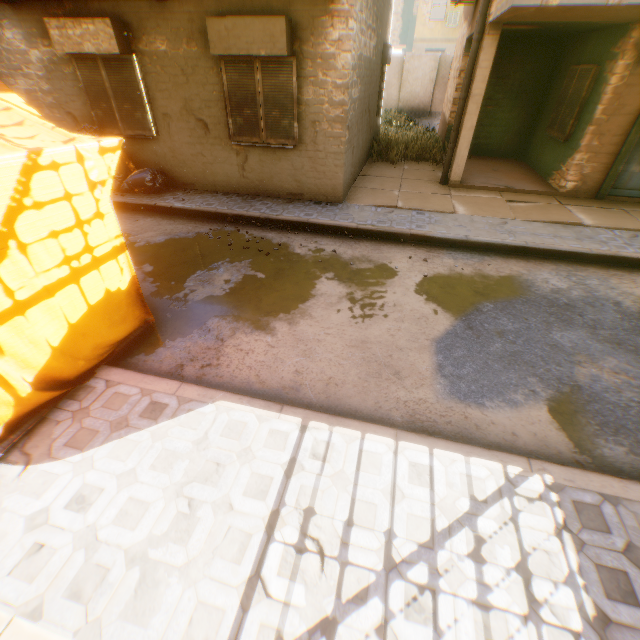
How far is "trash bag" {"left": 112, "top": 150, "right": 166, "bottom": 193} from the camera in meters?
8.2

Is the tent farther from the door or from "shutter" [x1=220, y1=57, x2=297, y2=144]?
the door

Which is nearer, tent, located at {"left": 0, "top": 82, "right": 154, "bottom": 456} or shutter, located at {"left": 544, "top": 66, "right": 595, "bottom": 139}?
tent, located at {"left": 0, "top": 82, "right": 154, "bottom": 456}

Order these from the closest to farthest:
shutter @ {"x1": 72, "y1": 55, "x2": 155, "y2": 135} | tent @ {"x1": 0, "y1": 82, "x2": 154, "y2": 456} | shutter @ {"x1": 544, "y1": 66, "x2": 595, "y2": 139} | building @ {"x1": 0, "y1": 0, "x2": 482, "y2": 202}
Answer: tent @ {"x1": 0, "y1": 82, "x2": 154, "y2": 456}
building @ {"x1": 0, "y1": 0, "x2": 482, "y2": 202}
shutter @ {"x1": 72, "y1": 55, "x2": 155, "y2": 135}
shutter @ {"x1": 544, "y1": 66, "x2": 595, "y2": 139}

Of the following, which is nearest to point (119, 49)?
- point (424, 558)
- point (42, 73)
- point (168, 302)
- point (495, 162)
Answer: point (42, 73)

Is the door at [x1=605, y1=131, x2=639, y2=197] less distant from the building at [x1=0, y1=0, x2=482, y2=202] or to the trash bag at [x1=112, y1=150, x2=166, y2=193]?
the building at [x1=0, y1=0, x2=482, y2=202]

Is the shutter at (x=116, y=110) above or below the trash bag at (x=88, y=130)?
above

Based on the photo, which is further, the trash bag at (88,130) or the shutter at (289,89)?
the trash bag at (88,130)
